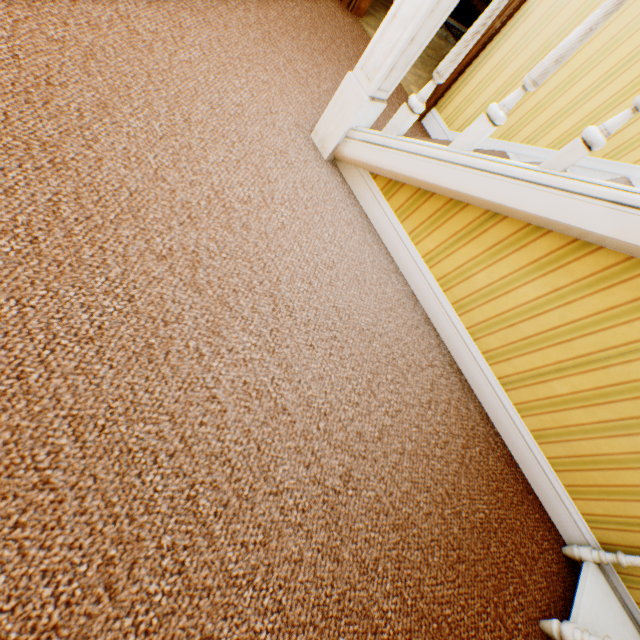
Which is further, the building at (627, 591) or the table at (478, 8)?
the table at (478, 8)

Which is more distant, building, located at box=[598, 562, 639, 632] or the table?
the table

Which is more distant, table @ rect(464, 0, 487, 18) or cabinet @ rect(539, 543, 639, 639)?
table @ rect(464, 0, 487, 18)

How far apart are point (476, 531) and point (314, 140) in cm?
236

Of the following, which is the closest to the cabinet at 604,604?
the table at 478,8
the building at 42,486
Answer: the building at 42,486

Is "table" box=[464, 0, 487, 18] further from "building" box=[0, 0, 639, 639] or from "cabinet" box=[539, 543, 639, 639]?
"cabinet" box=[539, 543, 639, 639]

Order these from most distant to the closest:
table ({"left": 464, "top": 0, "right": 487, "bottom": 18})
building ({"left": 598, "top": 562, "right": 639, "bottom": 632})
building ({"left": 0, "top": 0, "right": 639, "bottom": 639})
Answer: table ({"left": 464, "top": 0, "right": 487, "bottom": 18})
building ({"left": 598, "top": 562, "right": 639, "bottom": 632})
building ({"left": 0, "top": 0, "right": 639, "bottom": 639})
